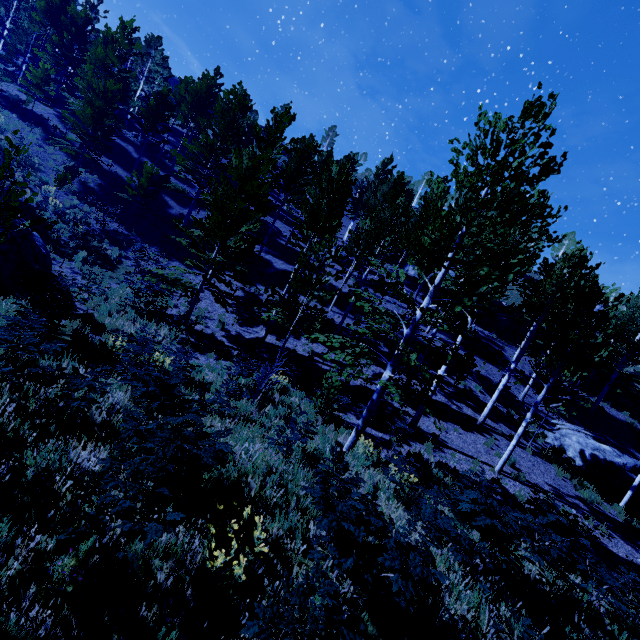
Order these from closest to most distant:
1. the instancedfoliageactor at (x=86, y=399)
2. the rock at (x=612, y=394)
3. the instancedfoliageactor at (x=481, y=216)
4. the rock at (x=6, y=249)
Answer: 1. the instancedfoliageactor at (x=481, y=216)
2. the instancedfoliageactor at (x=86, y=399)
3. the rock at (x=6, y=249)
4. the rock at (x=612, y=394)

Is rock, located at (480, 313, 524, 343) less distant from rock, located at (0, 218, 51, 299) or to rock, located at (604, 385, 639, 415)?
rock, located at (604, 385, 639, 415)

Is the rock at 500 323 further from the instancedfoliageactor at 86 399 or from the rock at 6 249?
the rock at 6 249

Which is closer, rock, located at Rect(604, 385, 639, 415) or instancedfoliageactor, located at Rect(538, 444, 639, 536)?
instancedfoliageactor, located at Rect(538, 444, 639, 536)

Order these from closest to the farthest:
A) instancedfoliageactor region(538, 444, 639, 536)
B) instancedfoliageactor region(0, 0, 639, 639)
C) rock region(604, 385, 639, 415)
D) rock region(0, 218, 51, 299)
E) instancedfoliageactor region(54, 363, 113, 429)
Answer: instancedfoliageactor region(0, 0, 639, 639) → instancedfoliageactor region(54, 363, 113, 429) → rock region(0, 218, 51, 299) → instancedfoliageactor region(538, 444, 639, 536) → rock region(604, 385, 639, 415)

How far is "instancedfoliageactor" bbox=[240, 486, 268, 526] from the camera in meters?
3.8 m

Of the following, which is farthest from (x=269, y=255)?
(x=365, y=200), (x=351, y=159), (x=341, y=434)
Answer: (x=341, y=434)
